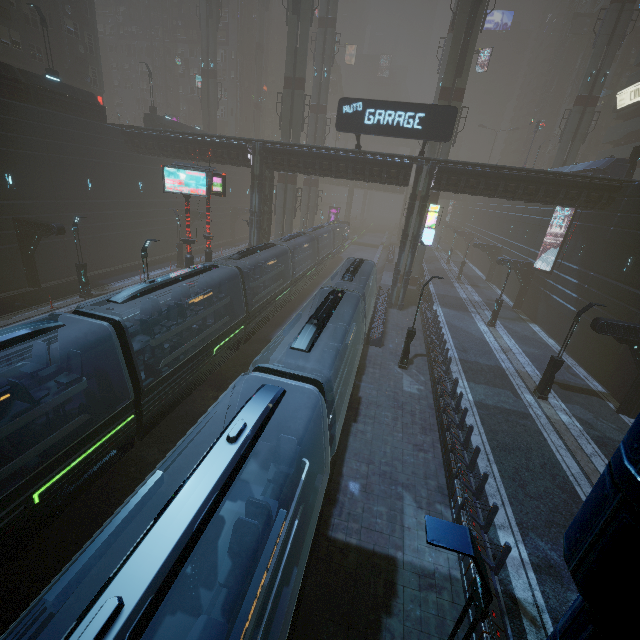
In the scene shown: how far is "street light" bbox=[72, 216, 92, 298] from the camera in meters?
21.0 m

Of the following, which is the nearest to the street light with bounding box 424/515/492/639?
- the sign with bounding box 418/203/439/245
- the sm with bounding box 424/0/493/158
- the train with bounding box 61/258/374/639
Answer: the train with bounding box 61/258/374/639

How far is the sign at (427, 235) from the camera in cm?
2512

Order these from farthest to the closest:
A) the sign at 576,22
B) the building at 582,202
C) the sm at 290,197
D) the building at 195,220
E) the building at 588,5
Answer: the sign at 576,22, the building at 588,5, the building at 195,220, the sm at 290,197, the building at 582,202

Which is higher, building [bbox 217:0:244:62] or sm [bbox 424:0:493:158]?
building [bbox 217:0:244:62]

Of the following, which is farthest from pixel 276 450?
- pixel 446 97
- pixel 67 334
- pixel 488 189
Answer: pixel 446 97

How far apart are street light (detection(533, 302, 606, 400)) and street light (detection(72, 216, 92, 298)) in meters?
29.0

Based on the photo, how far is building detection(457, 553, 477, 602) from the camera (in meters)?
8.11
